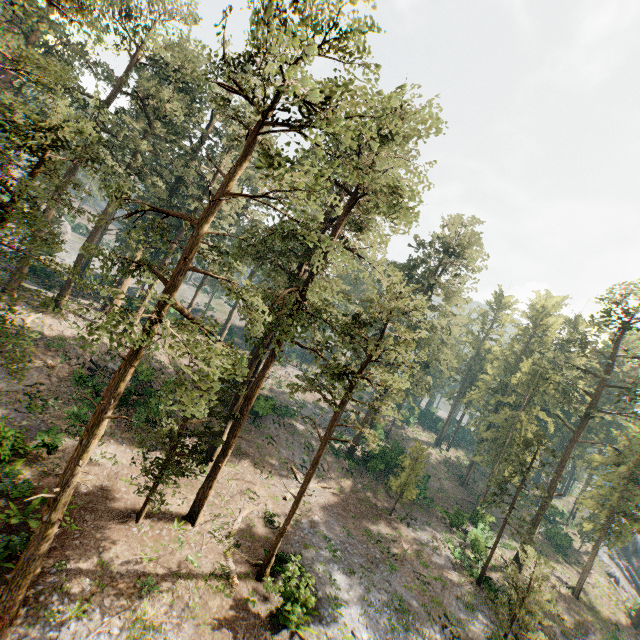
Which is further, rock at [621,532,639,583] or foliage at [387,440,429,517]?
rock at [621,532,639,583]

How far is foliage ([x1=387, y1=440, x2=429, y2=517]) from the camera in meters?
30.9

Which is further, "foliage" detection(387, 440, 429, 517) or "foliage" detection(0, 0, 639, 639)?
"foliage" detection(387, 440, 429, 517)

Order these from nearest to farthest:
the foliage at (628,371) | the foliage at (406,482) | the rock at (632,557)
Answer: the foliage at (628,371) → the foliage at (406,482) → the rock at (632,557)

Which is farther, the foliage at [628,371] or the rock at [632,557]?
the rock at [632,557]

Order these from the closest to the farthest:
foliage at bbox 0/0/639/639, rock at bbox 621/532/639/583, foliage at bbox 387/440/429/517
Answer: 1. foliage at bbox 0/0/639/639
2. foliage at bbox 387/440/429/517
3. rock at bbox 621/532/639/583

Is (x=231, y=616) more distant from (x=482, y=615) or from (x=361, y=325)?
(x=482, y=615)
